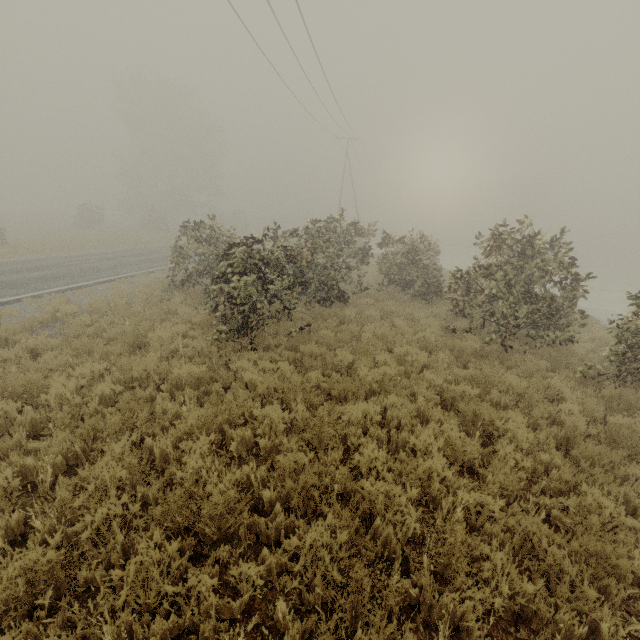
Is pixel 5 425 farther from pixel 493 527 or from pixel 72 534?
pixel 493 527
